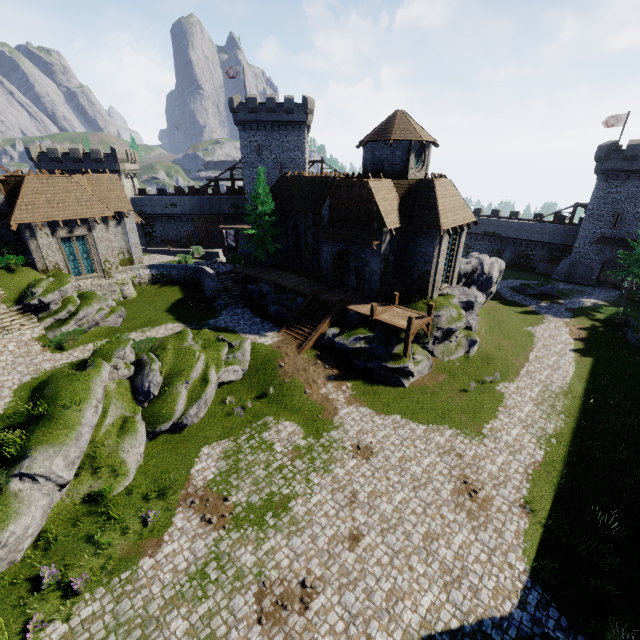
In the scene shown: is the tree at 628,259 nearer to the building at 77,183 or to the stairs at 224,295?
the stairs at 224,295

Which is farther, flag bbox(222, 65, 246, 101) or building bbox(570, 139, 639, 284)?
flag bbox(222, 65, 246, 101)

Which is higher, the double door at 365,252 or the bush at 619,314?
the double door at 365,252

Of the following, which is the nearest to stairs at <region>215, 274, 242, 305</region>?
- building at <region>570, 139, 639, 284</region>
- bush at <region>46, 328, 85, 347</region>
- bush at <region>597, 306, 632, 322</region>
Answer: bush at <region>46, 328, 85, 347</region>

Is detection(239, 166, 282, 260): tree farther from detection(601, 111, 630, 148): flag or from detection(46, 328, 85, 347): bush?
detection(601, 111, 630, 148): flag

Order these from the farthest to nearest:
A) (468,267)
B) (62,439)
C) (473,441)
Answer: (468,267), (473,441), (62,439)

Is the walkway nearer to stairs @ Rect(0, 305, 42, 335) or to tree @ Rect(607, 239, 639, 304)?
stairs @ Rect(0, 305, 42, 335)

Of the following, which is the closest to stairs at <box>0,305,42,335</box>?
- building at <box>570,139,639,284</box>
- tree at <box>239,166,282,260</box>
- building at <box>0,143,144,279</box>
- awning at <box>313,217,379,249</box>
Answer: building at <box>0,143,144,279</box>
